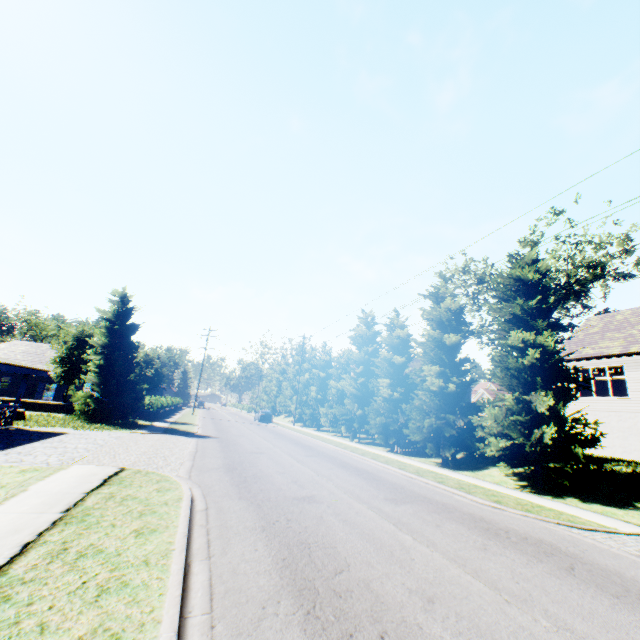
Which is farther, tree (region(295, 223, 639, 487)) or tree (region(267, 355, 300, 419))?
tree (region(267, 355, 300, 419))

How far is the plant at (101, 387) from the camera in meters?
20.3

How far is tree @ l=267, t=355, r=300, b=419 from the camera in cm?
4794

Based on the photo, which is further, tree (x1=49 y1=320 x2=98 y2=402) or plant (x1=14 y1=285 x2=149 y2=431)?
tree (x1=49 y1=320 x2=98 y2=402)

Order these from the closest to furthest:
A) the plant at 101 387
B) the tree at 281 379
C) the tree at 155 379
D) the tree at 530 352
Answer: the tree at 530 352 < the plant at 101 387 < the tree at 155 379 < the tree at 281 379

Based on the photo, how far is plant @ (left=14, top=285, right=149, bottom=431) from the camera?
20.33m

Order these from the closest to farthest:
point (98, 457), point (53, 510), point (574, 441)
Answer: point (53, 510), point (98, 457), point (574, 441)

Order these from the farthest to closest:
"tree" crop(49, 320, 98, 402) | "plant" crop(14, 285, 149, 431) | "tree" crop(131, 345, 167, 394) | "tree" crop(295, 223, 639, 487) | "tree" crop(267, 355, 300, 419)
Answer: "tree" crop(267, 355, 300, 419), "tree" crop(131, 345, 167, 394), "tree" crop(49, 320, 98, 402), "plant" crop(14, 285, 149, 431), "tree" crop(295, 223, 639, 487)
